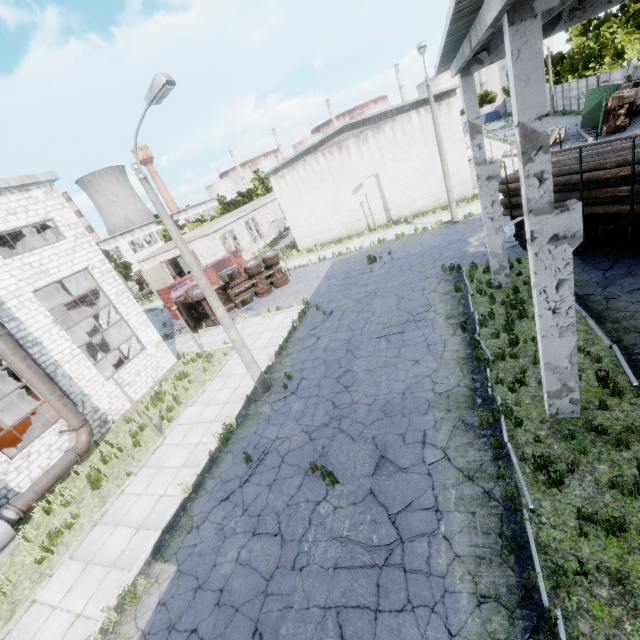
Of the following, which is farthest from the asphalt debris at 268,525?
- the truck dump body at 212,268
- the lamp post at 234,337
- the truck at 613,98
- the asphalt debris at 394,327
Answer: the truck at 613,98

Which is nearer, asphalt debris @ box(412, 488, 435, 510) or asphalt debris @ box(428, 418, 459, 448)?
asphalt debris @ box(412, 488, 435, 510)

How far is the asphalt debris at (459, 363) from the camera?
9.3 meters

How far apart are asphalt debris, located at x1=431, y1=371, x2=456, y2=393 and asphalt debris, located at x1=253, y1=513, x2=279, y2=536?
5.48m

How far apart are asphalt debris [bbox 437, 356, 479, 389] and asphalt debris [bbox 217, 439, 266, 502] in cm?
550

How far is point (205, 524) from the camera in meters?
8.6

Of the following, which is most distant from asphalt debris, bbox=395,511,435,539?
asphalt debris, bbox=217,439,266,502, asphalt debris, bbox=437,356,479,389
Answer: asphalt debris, bbox=217,439,266,502

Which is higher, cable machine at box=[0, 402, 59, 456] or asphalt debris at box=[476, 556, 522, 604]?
cable machine at box=[0, 402, 59, 456]
